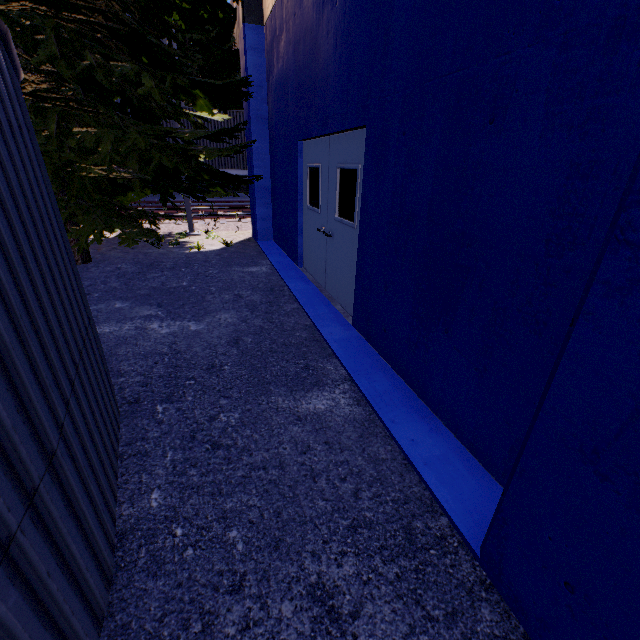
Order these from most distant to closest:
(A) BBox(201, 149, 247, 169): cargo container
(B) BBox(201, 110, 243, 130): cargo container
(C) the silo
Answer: (A) BBox(201, 149, 247, 169): cargo container → (B) BBox(201, 110, 243, 130): cargo container → (C) the silo

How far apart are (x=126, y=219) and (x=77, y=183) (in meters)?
1.30

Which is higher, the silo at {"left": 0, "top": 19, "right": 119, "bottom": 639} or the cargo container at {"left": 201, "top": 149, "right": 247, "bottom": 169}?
the cargo container at {"left": 201, "top": 149, "right": 247, "bottom": 169}

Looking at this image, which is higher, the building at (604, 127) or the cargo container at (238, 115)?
the cargo container at (238, 115)

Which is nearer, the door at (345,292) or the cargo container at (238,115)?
the door at (345,292)

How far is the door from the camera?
4.3m

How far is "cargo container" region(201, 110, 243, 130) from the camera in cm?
1405
